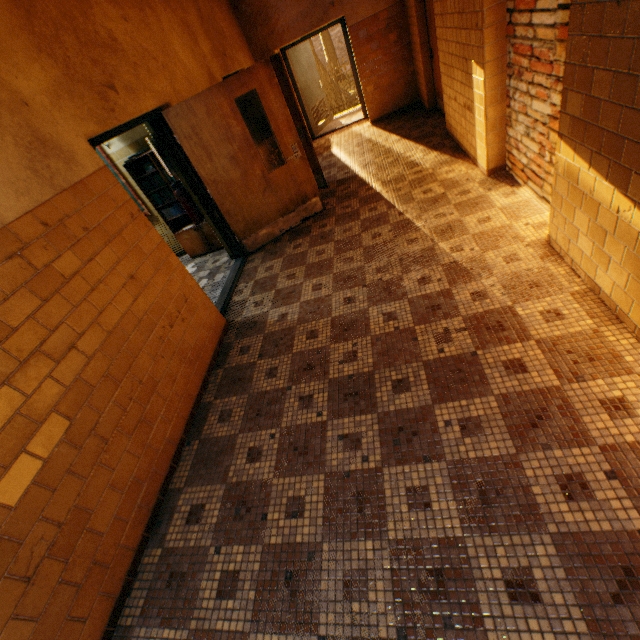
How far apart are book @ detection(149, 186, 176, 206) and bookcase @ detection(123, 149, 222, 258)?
0.0 meters

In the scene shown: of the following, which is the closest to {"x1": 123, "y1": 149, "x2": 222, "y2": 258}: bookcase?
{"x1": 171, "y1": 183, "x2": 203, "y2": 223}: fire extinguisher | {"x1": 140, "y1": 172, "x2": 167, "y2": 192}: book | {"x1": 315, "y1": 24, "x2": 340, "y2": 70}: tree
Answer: {"x1": 140, "y1": 172, "x2": 167, "y2": 192}: book

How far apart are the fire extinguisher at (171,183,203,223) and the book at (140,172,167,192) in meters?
0.5 m

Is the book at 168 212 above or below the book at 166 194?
below

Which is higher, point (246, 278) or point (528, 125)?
point (528, 125)

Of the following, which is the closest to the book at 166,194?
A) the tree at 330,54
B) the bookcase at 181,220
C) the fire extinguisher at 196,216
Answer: the bookcase at 181,220

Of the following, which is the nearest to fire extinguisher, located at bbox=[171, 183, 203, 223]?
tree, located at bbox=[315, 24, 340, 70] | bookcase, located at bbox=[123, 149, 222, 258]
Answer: bookcase, located at bbox=[123, 149, 222, 258]
